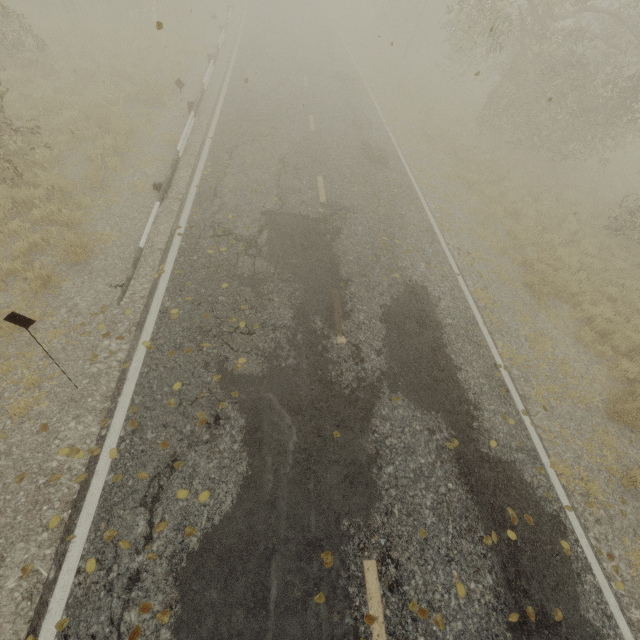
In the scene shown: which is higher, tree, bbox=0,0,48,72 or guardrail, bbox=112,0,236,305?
tree, bbox=0,0,48,72

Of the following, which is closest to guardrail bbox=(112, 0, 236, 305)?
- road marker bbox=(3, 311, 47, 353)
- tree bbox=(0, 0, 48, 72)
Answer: road marker bbox=(3, 311, 47, 353)

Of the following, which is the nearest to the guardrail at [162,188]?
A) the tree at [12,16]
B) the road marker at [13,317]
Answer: the road marker at [13,317]

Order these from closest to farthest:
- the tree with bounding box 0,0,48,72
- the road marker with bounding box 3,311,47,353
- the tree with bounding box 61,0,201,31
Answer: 1. the road marker with bounding box 3,311,47,353
2. the tree with bounding box 0,0,48,72
3. the tree with bounding box 61,0,201,31

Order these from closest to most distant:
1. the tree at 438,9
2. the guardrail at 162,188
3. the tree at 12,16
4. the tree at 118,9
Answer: the guardrail at 162,188 < the tree at 12,16 < the tree at 438,9 < the tree at 118,9

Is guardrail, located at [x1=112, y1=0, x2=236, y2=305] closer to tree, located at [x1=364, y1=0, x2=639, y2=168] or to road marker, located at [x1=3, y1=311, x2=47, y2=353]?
road marker, located at [x1=3, y1=311, x2=47, y2=353]

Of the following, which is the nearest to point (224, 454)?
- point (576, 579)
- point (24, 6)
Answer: point (576, 579)

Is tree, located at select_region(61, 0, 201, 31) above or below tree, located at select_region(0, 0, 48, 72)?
below
